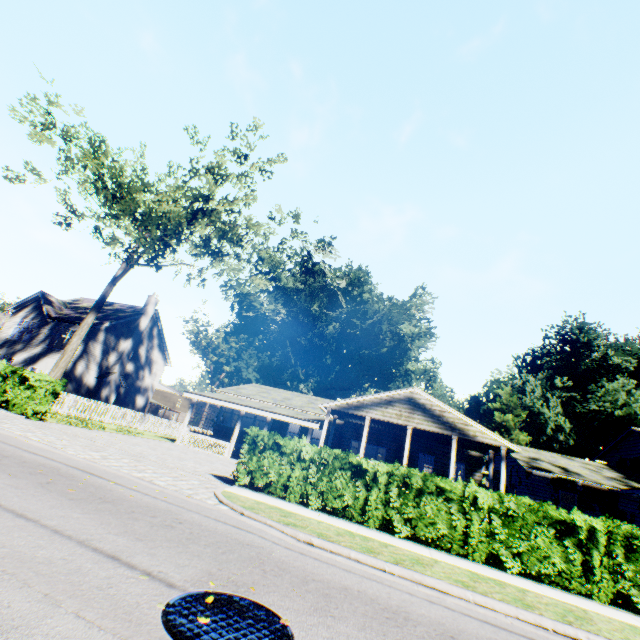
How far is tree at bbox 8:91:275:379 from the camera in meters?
19.1

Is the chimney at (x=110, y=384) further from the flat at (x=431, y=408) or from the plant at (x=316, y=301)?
the plant at (x=316, y=301)

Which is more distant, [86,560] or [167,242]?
[167,242]

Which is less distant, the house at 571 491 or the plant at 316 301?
the house at 571 491

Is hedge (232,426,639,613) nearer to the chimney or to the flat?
the flat

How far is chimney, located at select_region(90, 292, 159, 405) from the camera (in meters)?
28.70

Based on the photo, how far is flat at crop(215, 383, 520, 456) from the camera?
18.28m

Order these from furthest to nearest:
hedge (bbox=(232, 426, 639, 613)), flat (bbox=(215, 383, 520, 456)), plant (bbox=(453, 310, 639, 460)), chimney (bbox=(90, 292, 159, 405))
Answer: plant (bbox=(453, 310, 639, 460))
chimney (bbox=(90, 292, 159, 405))
flat (bbox=(215, 383, 520, 456))
hedge (bbox=(232, 426, 639, 613))
